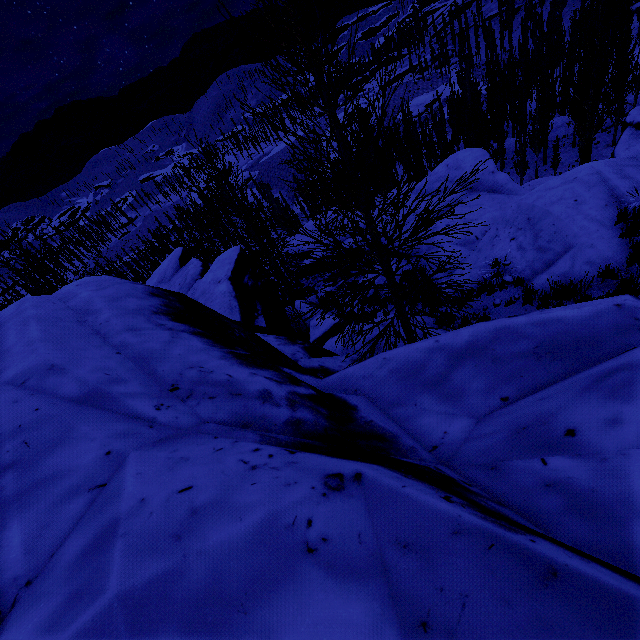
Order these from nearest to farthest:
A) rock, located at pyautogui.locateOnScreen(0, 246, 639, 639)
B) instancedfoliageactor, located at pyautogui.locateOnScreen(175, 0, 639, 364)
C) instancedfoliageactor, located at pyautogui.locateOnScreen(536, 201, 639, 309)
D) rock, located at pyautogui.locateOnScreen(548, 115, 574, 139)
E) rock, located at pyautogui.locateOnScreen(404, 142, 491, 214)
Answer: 1. rock, located at pyautogui.locateOnScreen(0, 246, 639, 639)
2. instancedfoliageactor, located at pyautogui.locateOnScreen(175, 0, 639, 364)
3. instancedfoliageactor, located at pyautogui.locateOnScreen(536, 201, 639, 309)
4. rock, located at pyautogui.locateOnScreen(404, 142, 491, 214)
5. rock, located at pyautogui.locateOnScreen(548, 115, 574, 139)

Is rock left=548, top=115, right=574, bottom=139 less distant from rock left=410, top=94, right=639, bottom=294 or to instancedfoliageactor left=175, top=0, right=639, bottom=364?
instancedfoliageactor left=175, top=0, right=639, bottom=364

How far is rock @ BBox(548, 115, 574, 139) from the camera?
39.1 meters

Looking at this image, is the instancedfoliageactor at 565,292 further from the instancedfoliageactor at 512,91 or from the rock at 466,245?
the instancedfoliageactor at 512,91

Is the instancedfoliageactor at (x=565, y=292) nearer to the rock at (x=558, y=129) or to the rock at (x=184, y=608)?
the rock at (x=184, y=608)

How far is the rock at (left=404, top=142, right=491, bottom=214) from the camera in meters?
14.9 m

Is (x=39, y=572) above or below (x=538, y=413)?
above

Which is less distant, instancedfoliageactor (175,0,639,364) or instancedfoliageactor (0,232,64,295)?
instancedfoliageactor (175,0,639,364)
